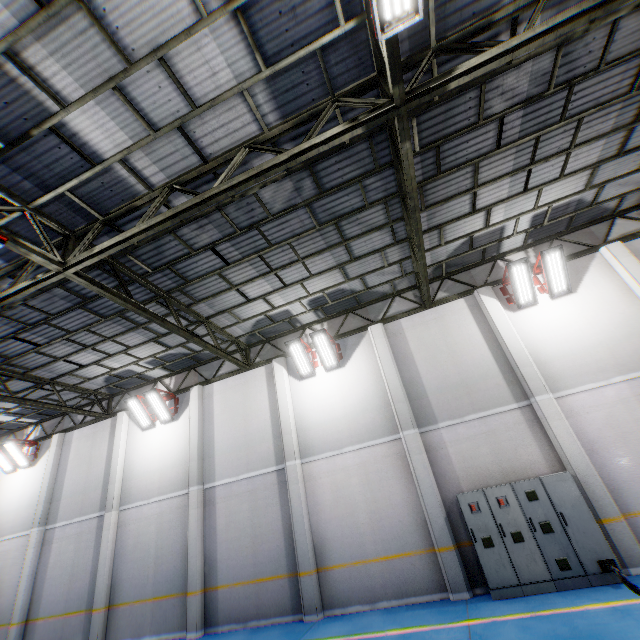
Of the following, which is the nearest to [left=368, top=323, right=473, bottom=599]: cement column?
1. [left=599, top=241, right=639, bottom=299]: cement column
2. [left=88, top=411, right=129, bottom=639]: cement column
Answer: [left=599, top=241, right=639, bottom=299]: cement column

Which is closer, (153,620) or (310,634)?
(310,634)

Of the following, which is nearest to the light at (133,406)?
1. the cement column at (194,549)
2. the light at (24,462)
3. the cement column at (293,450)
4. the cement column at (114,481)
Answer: the cement column at (194,549)

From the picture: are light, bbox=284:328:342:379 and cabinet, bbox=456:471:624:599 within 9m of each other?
yes

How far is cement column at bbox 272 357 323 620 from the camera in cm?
911

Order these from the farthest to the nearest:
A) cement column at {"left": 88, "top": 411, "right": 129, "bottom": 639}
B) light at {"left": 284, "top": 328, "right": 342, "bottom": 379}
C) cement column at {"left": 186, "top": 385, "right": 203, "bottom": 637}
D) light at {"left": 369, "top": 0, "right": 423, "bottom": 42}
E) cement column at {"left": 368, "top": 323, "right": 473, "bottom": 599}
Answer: light at {"left": 284, "top": 328, "right": 342, "bottom": 379}, cement column at {"left": 88, "top": 411, "right": 129, "bottom": 639}, cement column at {"left": 186, "top": 385, "right": 203, "bottom": 637}, cement column at {"left": 368, "top": 323, "right": 473, "bottom": 599}, light at {"left": 369, "top": 0, "right": 423, "bottom": 42}

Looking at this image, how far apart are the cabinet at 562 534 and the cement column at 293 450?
4.41m

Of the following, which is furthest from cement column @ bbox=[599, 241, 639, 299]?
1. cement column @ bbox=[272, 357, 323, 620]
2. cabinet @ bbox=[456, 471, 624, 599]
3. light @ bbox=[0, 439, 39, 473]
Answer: light @ bbox=[0, 439, 39, 473]
